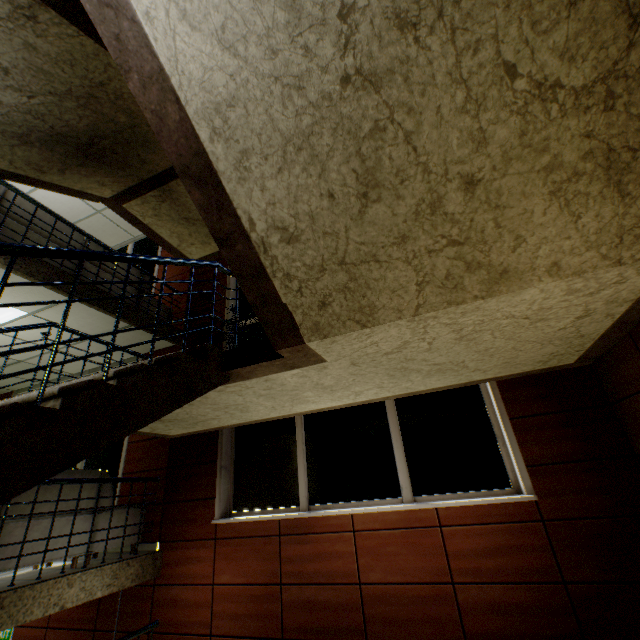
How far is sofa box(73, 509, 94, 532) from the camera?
4.02m

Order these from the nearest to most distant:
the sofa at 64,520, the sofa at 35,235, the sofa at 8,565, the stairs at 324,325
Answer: the stairs at 324,325, the sofa at 8,565, the sofa at 64,520, the sofa at 35,235

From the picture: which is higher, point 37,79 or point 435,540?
point 37,79

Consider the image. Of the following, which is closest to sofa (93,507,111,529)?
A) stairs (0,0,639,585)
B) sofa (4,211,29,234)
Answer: stairs (0,0,639,585)

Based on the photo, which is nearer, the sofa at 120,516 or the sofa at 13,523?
the sofa at 13,523

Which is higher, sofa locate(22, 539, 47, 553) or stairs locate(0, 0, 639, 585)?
stairs locate(0, 0, 639, 585)

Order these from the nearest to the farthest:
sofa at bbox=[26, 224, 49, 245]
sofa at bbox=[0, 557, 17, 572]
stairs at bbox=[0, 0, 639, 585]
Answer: stairs at bbox=[0, 0, 639, 585] → sofa at bbox=[0, 557, 17, 572] → sofa at bbox=[26, 224, 49, 245]

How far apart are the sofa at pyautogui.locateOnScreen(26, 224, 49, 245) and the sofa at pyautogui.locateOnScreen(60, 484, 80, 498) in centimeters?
244cm
